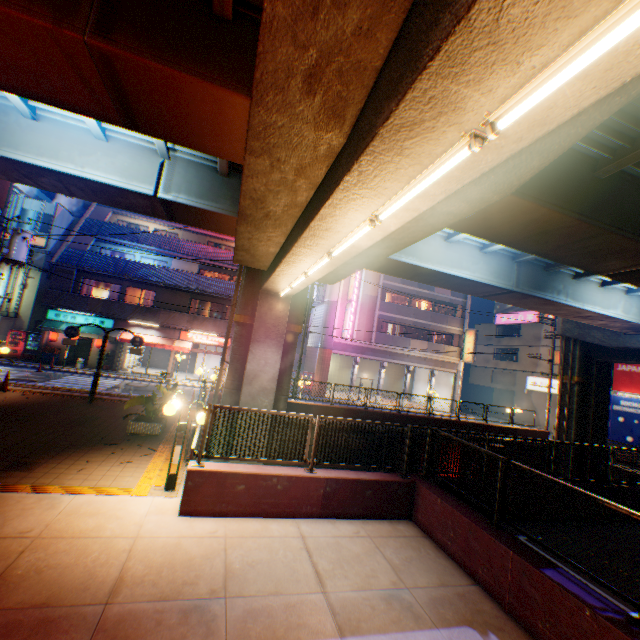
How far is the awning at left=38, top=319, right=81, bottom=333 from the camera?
23.20m

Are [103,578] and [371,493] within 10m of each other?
yes

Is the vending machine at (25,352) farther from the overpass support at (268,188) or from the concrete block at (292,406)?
the concrete block at (292,406)

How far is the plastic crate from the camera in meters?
23.7 m

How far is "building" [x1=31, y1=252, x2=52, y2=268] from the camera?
25.4m

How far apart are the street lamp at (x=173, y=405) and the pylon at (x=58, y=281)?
21.9m

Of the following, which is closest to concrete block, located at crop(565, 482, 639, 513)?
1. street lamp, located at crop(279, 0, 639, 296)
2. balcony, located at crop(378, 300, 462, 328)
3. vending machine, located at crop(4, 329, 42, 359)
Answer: street lamp, located at crop(279, 0, 639, 296)

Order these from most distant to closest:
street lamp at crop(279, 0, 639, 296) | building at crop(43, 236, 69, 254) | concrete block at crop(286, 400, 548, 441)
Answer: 1. building at crop(43, 236, 69, 254)
2. concrete block at crop(286, 400, 548, 441)
3. street lamp at crop(279, 0, 639, 296)
